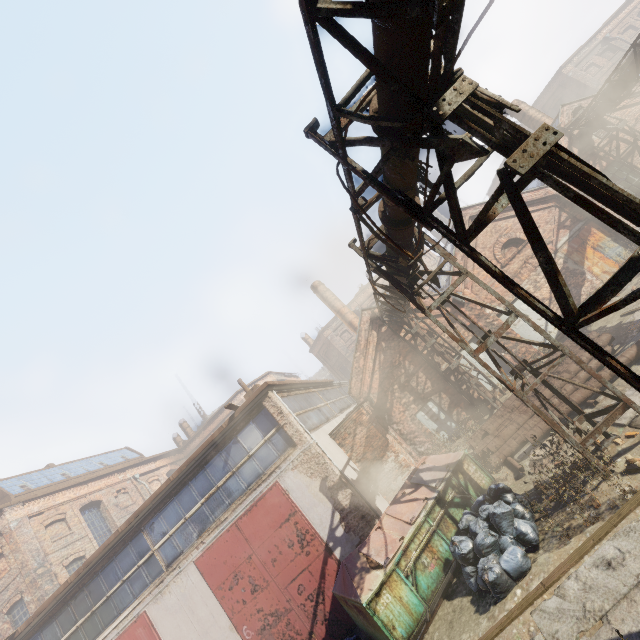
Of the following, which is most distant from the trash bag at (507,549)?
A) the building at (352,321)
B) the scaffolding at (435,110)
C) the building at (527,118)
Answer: the building at (527,118)

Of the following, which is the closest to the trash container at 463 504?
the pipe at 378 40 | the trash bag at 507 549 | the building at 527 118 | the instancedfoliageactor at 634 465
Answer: the trash bag at 507 549

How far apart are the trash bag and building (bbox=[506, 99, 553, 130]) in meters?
19.5

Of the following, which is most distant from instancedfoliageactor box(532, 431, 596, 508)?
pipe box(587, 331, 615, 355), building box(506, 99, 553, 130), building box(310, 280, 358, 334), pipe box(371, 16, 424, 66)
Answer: building box(506, 99, 553, 130)

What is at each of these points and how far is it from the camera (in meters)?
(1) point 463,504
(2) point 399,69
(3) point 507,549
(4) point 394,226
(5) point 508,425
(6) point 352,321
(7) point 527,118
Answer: (1) trash container, 7.96
(2) pipe, 2.96
(3) trash bag, 6.04
(4) pipe, 5.91
(5) pipe, 10.10
(6) building, 22.91
(7) building, 18.38

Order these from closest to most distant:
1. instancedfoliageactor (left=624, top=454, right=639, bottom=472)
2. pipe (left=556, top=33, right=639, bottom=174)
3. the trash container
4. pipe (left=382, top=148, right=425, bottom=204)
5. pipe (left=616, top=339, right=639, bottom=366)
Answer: pipe (left=382, top=148, right=425, bottom=204) < instancedfoliageactor (left=624, top=454, right=639, bottom=472) < the trash container < pipe (left=616, top=339, right=639, bottom=366) < pipe (left=556, top=33, right=639, bottom=174)

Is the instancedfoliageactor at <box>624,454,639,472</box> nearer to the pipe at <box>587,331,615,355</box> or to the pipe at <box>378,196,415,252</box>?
the pipe at <box>587,331,615,355</box>

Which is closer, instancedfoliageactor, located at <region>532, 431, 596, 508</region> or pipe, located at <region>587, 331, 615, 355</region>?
Answer: instancedfoliageactor, located at <region>532, 431, 596, 508</region>
